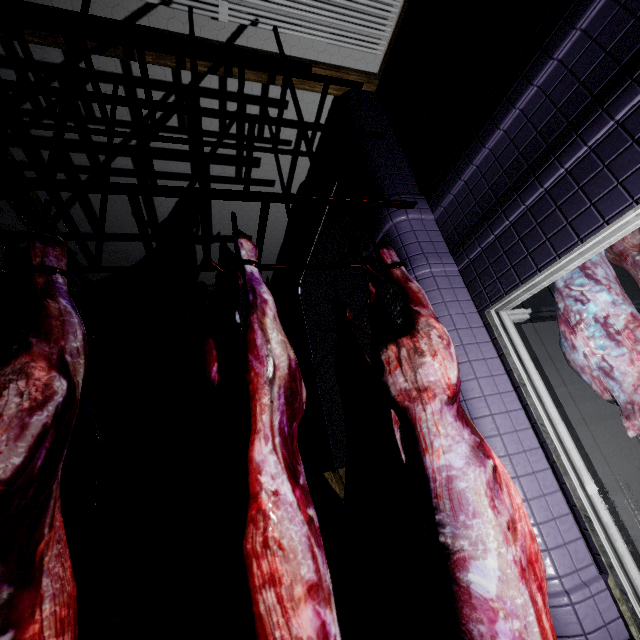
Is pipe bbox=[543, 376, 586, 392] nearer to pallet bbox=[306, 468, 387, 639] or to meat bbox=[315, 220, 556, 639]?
pallet bbox=[306, 468, 387, 639]

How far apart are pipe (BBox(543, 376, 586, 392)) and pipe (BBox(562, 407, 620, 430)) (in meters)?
0.11

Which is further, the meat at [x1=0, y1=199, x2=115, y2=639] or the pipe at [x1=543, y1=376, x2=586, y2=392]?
the pipe at [x1=543, y1=376, x2=586, y2=392]

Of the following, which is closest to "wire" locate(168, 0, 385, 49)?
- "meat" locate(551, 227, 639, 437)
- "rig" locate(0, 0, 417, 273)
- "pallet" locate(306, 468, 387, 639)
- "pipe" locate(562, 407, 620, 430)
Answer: "rig" locate(0, 0, 417, 273)

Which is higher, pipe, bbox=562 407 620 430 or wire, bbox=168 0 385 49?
wire, bbox=168 0 385 49

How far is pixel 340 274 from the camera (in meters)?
3.78

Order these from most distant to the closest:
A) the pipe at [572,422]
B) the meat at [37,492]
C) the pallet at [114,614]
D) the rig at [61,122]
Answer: the pipe at [572,422] < the pallet at [114,614] < the rig at [61,122] < the meat at [37,492]

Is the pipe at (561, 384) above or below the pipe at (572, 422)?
above
